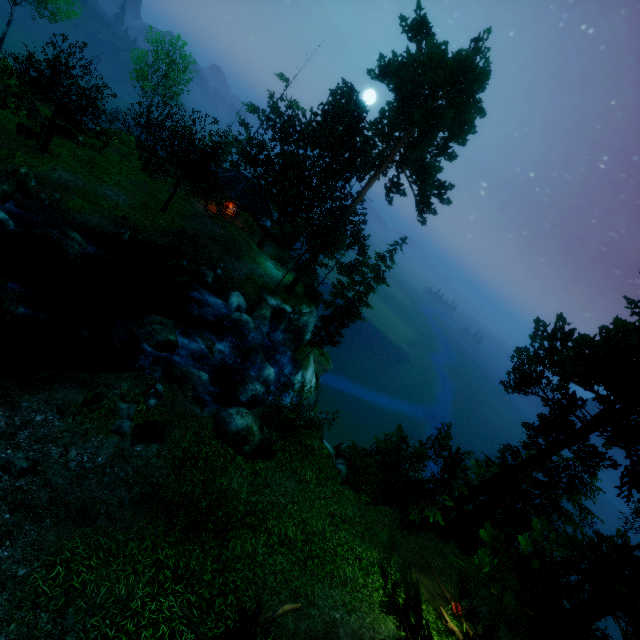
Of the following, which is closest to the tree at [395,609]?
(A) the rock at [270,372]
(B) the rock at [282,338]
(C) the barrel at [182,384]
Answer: (B) the rock at [282,338]

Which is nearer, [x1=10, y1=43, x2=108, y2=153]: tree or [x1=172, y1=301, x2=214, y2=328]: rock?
[x1=10, y1=43, x2=108, y2=153]: tree

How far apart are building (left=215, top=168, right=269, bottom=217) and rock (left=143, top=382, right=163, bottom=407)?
23.01m

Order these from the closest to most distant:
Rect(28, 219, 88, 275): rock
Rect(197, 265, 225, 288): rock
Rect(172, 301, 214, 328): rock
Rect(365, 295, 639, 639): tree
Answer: Rect(365, 295, 639, 639): tree → Rect(28, 219, 88, 275): rock → Rect(172, 301, 214, 328): rock → Rect(197, 265, 225, 288): rock

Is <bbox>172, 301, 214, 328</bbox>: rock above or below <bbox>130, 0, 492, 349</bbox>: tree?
below

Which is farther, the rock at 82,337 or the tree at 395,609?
the rock at 82,337

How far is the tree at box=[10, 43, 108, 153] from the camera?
18.7m

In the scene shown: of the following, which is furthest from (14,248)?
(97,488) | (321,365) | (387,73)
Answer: (321,365)
